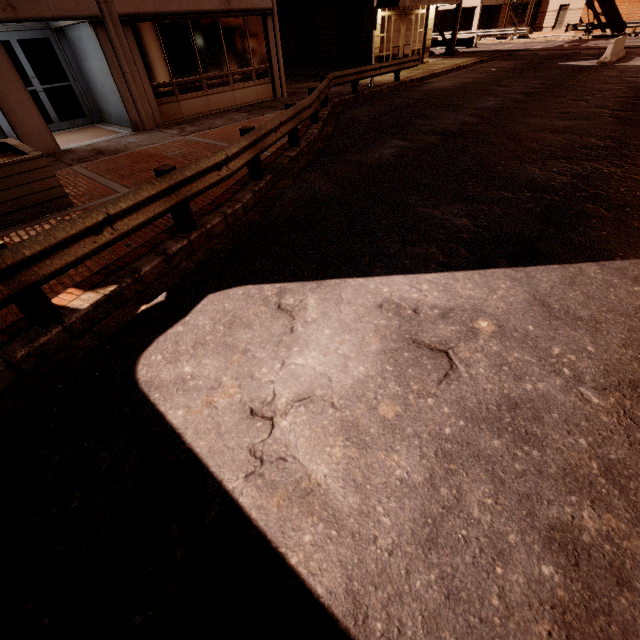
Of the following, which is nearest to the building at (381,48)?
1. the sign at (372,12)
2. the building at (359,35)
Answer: the building at (359,35)

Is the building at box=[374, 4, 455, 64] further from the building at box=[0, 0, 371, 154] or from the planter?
the planter

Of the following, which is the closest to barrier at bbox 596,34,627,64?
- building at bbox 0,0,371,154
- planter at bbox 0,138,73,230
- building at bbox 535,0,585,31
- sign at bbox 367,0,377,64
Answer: building at bbox 0,0,371,154

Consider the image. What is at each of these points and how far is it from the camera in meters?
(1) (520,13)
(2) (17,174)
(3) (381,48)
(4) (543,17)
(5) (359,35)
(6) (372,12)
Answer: (1) building, 46.1 m
(2) planter, 5.8 m
(3) building, 19.2 m
(4) building, 41.5 m
(5) building, 18.5 m
(6) sign, 14.2 m

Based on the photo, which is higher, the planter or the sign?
the sign

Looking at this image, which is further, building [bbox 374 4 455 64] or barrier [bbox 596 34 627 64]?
building [bbox 374 4 455 64]

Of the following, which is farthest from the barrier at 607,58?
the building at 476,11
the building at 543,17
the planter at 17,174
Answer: the building at 543,17

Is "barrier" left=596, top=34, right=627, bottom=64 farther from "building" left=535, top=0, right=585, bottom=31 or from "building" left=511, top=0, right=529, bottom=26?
"building" left=535, top=0, right=585, bottom=31
